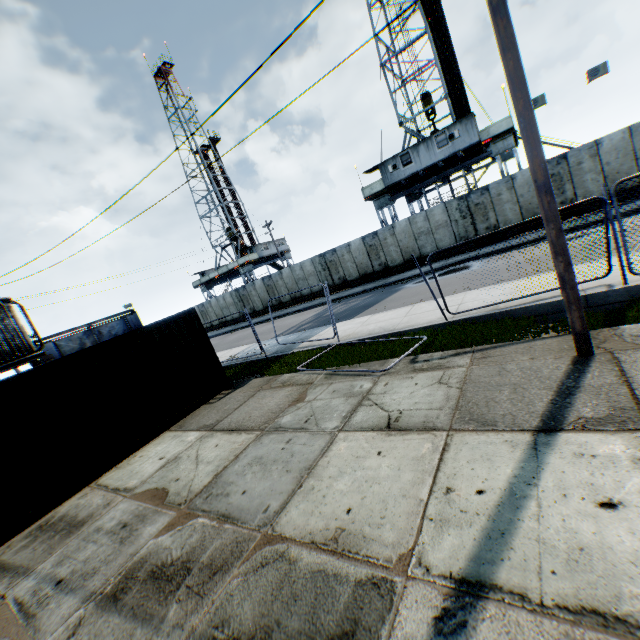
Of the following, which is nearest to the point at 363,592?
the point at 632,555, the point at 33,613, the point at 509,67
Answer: the point at 632,555

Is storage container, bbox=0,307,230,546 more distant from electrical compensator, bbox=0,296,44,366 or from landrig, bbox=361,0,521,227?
landrig, bbox=361,0,521,227

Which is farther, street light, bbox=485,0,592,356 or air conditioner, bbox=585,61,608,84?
air conditioner, bbox=585,61,608,84

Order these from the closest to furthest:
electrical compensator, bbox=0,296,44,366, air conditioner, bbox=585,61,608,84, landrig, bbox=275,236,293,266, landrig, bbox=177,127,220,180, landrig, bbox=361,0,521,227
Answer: electrical compensator, bbox=0,296,44,366 → air conditioner, bbox=585,61,608,84 → landrig, bbox=361,0,521,227 → landrig, bbox=177,127,220,180 → landrig, bbox=275,236,293,266

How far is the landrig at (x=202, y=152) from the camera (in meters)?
44.81

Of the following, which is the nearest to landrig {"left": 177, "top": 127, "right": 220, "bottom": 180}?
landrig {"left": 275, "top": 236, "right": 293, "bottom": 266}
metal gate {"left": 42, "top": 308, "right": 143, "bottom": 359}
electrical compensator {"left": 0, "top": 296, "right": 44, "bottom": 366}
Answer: landrig {"left": 275, "top": 236, "right": 293, "bottom": 266}

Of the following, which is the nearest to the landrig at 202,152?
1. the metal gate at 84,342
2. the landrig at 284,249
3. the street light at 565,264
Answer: the landrig at 284,249

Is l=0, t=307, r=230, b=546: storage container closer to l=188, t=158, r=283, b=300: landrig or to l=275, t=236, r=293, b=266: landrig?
l=275, t=236, r=293, b=266: landrig
